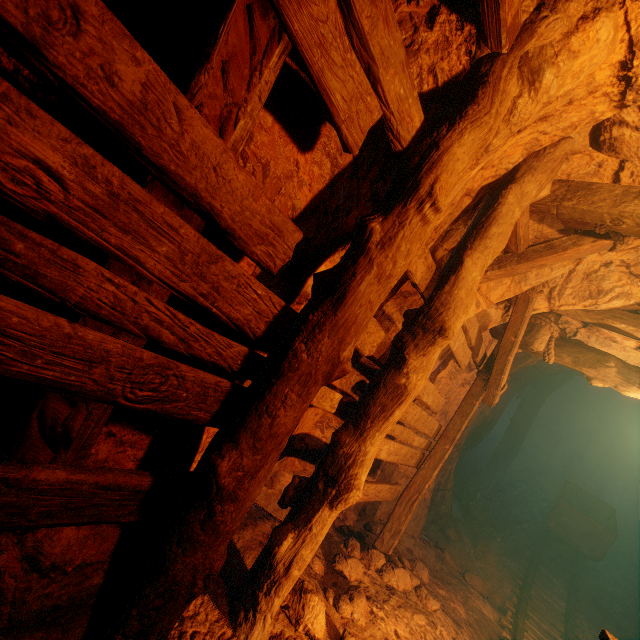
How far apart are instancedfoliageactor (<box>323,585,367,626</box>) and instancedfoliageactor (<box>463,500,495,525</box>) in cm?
588

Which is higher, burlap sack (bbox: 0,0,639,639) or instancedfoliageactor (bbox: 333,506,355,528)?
burlap sack (bbox: 0,0,639,639)

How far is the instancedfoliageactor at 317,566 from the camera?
3.4m

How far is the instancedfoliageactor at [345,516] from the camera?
4.7m

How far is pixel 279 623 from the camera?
2.5 meters

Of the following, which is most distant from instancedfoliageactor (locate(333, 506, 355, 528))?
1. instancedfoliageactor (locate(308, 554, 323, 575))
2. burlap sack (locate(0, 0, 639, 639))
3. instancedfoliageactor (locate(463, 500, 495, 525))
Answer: instancedfoliageactor (locate(463, 500, 495, 525))

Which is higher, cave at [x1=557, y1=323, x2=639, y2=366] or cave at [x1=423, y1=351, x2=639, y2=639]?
cave at [x1=557, y1=323, x2=639, y2=366]

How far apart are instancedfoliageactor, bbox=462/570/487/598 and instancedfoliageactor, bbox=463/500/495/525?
2.24m
